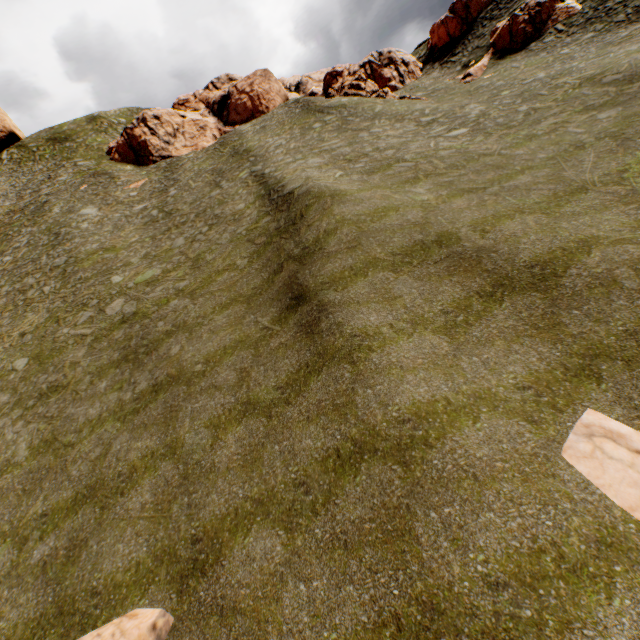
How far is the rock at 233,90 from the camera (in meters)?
40.06

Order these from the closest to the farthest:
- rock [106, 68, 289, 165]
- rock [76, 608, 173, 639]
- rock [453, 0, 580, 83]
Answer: rock [76, 608, 173, 639]
rock [453, 0, 580, 83]
rock [106, 68, 289, 165]

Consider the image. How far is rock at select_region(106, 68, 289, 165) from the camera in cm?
4006

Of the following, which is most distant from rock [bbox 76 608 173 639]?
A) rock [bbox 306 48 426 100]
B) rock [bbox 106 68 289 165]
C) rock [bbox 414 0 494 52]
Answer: rock [bbox 306 48 426 100]

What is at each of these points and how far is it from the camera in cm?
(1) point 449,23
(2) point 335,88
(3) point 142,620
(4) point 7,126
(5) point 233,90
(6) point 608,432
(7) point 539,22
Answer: (1) rock, 4009
(2) rock, 3609
(3) rock, 720
(4) rock, 5325
(5) rock, 4269
(6) rock, 657
(7) rock, 2884

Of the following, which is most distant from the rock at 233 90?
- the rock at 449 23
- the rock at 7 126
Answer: the rock at 7 126

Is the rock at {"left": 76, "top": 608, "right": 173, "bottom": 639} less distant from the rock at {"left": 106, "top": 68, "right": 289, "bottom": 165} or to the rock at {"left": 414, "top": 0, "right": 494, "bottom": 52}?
the rock at {"left": 414, "top": 0, "right": 494, "bottom": 52}
